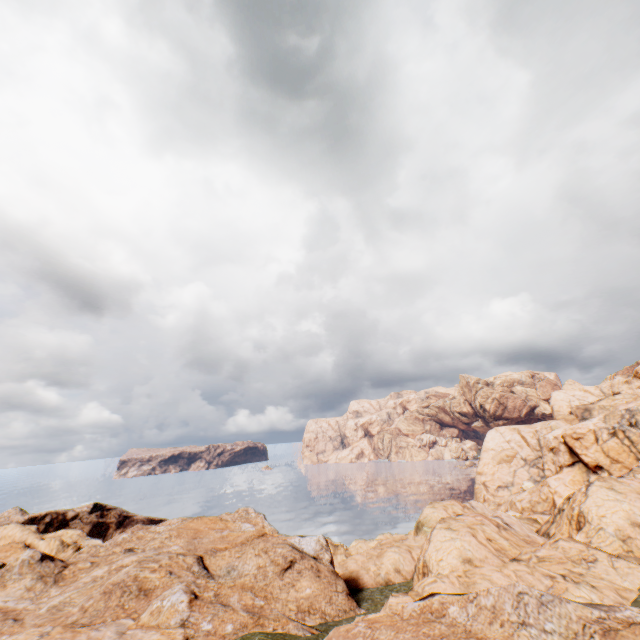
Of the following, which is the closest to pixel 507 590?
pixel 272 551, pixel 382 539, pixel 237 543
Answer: pixel 272 551
